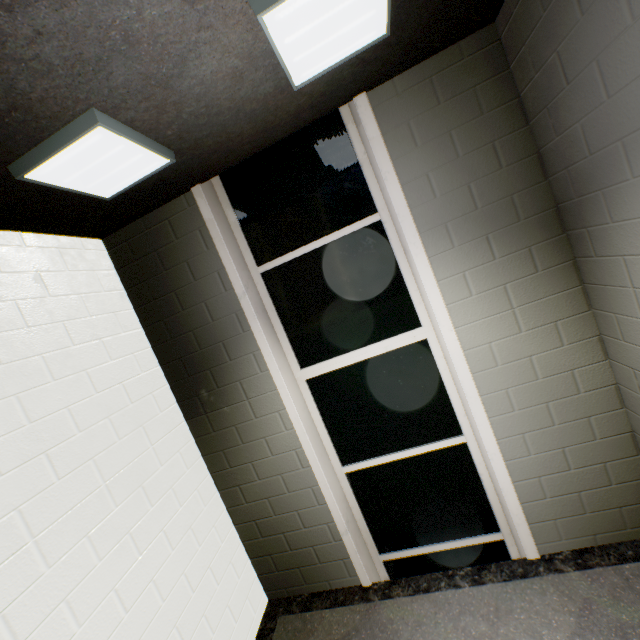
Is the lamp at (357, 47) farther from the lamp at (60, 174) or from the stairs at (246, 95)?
the lamp at (60, 174)

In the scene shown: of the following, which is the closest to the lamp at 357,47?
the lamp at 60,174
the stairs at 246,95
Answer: the stairs at 246,95

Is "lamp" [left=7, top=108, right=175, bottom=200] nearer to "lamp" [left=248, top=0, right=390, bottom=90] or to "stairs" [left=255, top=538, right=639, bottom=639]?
"stairs" [left=255, top=538, right=639, bottom=639]

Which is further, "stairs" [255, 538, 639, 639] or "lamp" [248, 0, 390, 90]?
"stairs" [255, 538, 639, 639]

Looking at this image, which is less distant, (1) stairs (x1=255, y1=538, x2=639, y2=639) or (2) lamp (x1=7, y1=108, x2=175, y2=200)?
(2) lamp (x1=7, y1=108, x2=175, y2=200)

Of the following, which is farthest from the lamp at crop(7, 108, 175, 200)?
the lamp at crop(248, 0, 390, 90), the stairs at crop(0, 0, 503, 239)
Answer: the lamp at crop(248, 0, 390, 90)

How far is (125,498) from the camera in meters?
2.0 m

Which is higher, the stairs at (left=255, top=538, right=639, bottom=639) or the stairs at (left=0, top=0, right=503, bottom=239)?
the stairs at (left=0, top=0, right=503, bottom=239)
